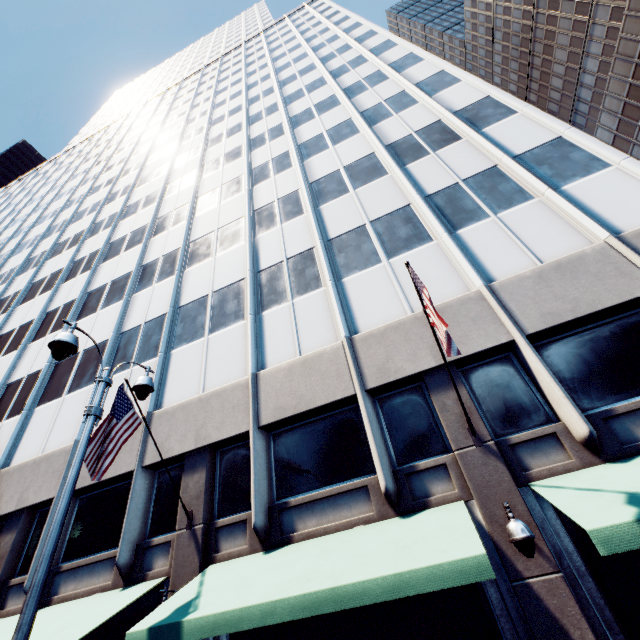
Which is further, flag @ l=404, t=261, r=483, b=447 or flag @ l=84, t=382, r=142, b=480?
flag @ l=84, t=382, r=142, b=480

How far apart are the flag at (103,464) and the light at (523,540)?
8.0m

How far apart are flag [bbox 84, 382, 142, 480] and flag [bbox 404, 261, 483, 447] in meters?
7.8

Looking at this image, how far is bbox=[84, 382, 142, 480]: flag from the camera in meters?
7.3 m

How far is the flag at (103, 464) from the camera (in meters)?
7.30

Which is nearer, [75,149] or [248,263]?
[248,263]

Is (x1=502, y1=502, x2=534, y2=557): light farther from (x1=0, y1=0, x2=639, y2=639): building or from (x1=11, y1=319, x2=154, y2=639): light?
(x1=11, y1=319, x2=154, y2=639): light

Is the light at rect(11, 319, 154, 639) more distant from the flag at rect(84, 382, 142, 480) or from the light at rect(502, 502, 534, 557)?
the light at rect(502, 502, 534, 557)
